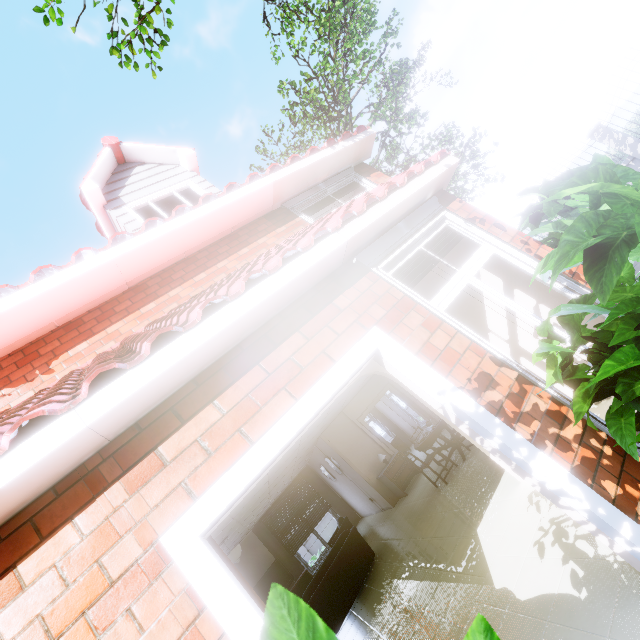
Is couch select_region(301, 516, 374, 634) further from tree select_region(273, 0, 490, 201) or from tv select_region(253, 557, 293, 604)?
tree select_region(273, 0, 490, 201)

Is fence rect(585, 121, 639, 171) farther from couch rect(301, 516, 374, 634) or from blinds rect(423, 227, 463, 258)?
couch rect(301, 516, 374, 634)

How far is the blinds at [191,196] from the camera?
6.6 meters

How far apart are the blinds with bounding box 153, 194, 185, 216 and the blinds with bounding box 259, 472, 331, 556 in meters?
10.5 m

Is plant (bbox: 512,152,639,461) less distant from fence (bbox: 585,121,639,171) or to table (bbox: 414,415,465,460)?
table (bbox: 414,415,465,460)

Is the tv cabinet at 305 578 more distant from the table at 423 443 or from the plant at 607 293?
the plant at 607 293

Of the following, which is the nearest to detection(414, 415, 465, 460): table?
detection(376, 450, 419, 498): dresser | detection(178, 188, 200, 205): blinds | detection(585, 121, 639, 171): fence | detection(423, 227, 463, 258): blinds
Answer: → detection(376, 450, 419, 498): dresser

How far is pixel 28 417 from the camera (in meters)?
1.46
